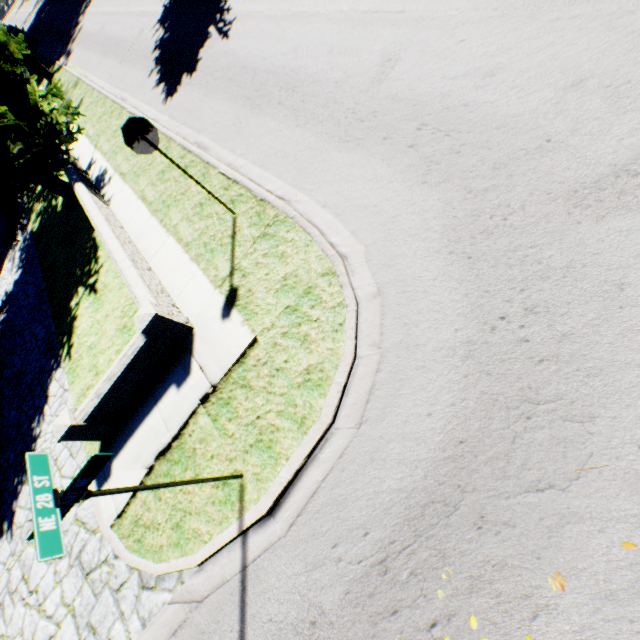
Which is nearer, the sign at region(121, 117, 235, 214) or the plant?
the sign at region(121, 117, 235, 214)

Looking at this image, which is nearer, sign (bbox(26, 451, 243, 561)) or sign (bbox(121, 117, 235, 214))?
sign (bbox(26, 451, 243, 561))

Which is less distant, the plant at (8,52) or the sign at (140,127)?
the sign at (140,127)

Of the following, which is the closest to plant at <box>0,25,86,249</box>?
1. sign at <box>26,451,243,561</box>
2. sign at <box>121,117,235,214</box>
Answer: sign at <box>121,117,235,214</box>

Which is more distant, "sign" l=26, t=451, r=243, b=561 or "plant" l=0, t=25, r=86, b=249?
"plant" l=0, t=25, r=86, b=249

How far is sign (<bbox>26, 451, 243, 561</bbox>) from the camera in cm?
242

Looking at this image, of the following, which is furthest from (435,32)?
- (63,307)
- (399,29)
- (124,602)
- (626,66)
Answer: (63,307)

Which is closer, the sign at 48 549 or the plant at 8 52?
the sign at 48 549
